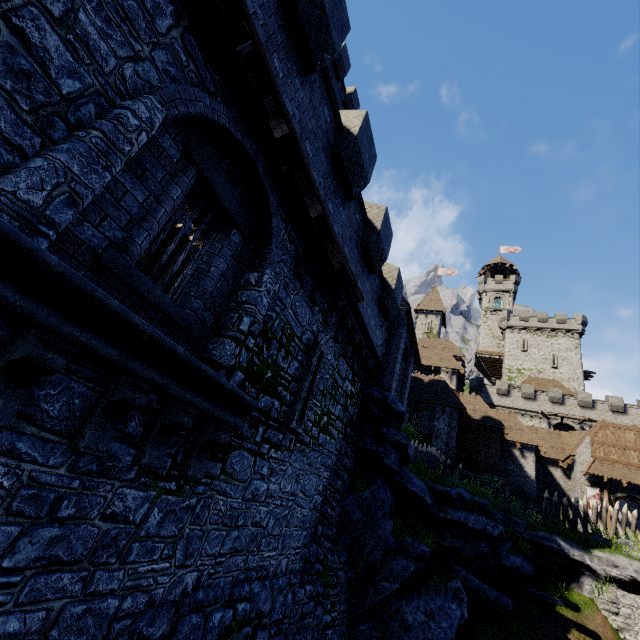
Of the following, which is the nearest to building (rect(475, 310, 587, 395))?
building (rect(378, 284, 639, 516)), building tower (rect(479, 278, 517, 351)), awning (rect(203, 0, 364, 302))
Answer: building tower (rect(479, 278, 517, 351))

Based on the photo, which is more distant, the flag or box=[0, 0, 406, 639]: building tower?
the flag

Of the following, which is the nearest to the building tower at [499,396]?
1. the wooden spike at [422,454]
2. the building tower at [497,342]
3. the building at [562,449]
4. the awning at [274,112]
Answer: the building tower at [497,342]

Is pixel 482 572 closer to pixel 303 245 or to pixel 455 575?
pixel 455 575

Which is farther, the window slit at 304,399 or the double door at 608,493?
the double door at 608,493

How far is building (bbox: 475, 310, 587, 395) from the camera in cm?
4684

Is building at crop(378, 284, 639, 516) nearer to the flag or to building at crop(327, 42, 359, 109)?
the flag

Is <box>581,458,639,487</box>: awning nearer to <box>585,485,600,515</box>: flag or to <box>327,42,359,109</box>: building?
<box>585,485,600,515</box>: flag
